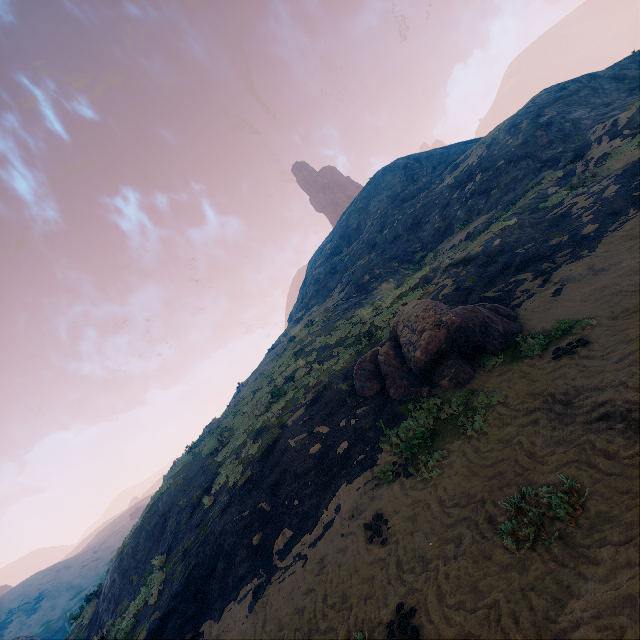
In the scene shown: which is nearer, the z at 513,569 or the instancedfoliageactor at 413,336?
the z at 513,569

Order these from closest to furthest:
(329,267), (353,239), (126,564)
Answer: (126,564) → (329,267) → (353,239)

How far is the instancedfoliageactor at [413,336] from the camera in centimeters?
971cm

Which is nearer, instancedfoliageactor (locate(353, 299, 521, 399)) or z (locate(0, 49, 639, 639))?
z (locate(0, 49, 639, 639))

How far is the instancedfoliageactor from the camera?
9.7 meters
